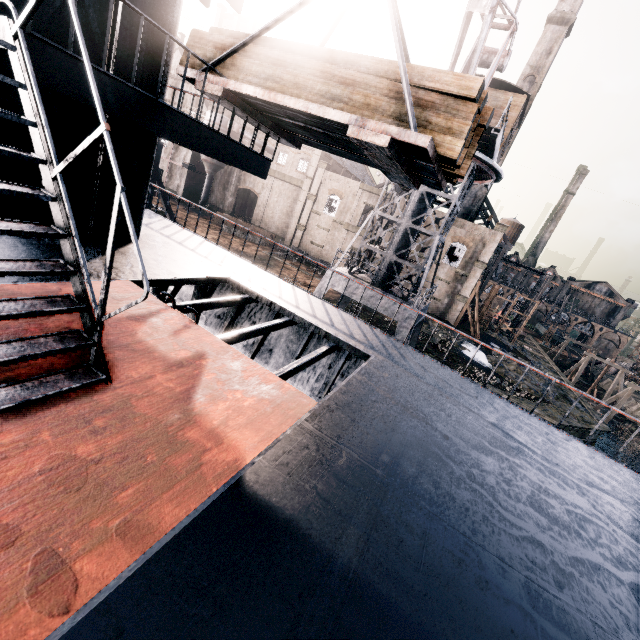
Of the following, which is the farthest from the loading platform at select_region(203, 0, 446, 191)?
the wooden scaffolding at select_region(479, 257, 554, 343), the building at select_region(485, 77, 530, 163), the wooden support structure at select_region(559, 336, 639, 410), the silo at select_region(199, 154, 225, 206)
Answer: the wooden support structure at select_region(559, 336, 639, 410)

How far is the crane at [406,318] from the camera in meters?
17.8

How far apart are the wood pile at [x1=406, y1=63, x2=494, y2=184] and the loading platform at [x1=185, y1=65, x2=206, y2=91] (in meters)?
0.01

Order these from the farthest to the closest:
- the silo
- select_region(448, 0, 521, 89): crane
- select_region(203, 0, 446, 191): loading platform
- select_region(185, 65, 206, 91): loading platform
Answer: the silo < select_region(448, 0, 521, 89): crane < select_region(185, 65, 206, 91): loading platform < select_region(203, 0, 446, 191): loading platform

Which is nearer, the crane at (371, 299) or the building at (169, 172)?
the crane at (371, 299)

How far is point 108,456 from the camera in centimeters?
279cm

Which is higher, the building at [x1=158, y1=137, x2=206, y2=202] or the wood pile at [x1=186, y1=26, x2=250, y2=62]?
the wood pile at [x1=186, y1=26, x2=250, y2=62]
